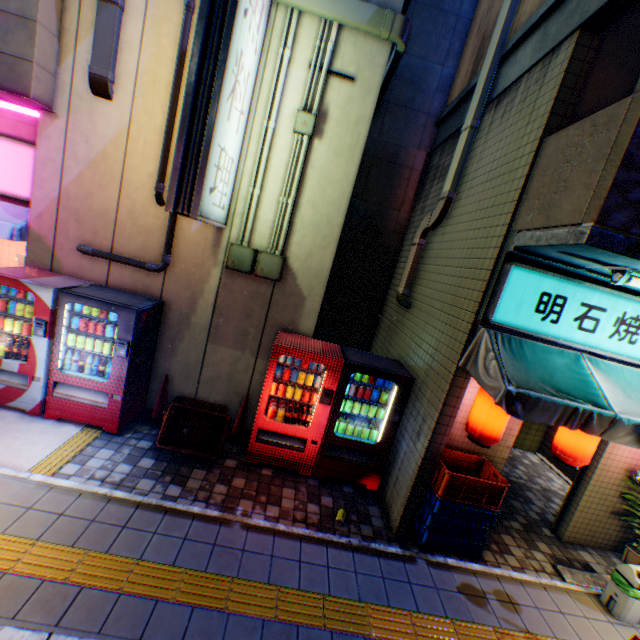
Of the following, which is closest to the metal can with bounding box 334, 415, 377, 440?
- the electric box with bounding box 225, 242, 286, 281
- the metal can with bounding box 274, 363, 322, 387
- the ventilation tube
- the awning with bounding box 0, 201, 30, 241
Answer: the metal can with bounding box 274, 363, 322, 387

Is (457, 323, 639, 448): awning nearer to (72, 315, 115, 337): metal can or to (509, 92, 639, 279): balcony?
(509, 92, 639, 279): balcony

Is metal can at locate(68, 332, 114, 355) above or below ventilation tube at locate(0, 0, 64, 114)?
below

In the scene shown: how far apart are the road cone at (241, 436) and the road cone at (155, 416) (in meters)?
1.04

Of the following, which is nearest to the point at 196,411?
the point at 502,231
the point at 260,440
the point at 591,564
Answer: the point at 260,440

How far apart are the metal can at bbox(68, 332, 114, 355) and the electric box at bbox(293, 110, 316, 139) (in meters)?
4.29

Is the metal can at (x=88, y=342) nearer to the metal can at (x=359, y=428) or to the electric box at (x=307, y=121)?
the metal can at (x=359, y=428)

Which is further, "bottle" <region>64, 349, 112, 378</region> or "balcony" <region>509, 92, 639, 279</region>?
"bottle" <region>64, 349, 112, 378</region>
